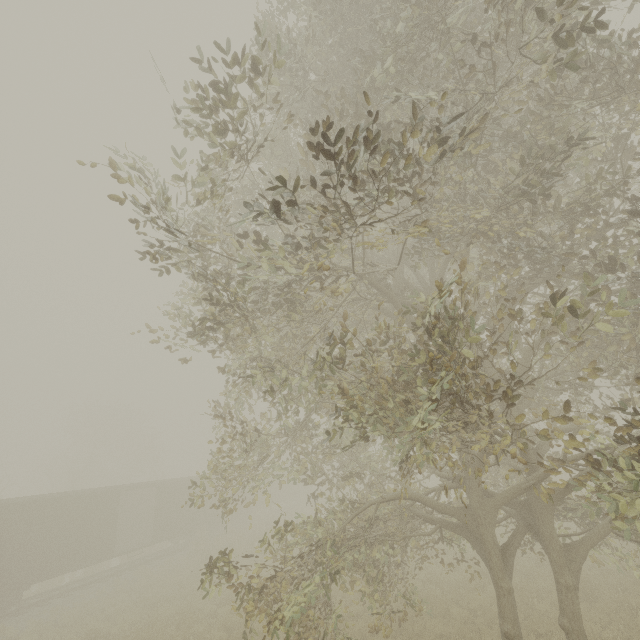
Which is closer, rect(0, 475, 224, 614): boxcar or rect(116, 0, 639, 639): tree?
rect(116, 0, 639, 639): tree

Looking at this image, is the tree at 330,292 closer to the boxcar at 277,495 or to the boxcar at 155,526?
the boxcar at 155,526

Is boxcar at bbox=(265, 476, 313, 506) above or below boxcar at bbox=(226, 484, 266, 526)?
above

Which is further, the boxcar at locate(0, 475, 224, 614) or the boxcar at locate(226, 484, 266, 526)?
the boxcar at locate(226, 484, 266, 526)

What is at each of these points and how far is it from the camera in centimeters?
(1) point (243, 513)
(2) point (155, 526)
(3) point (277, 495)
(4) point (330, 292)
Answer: (1) boxcar, 3036cm
(2) boxcar, 2183cm
(3) boxcar, 3616cm
(4) tree, 552cm

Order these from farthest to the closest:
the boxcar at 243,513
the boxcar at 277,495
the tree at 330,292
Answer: the boxcar at 277,495 → the boxcar at 243,513 → the tree at 330,292

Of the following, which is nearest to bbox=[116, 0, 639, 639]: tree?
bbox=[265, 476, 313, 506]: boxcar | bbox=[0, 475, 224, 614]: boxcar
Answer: bbox=[0, 475, 224, 614]: boxcar
